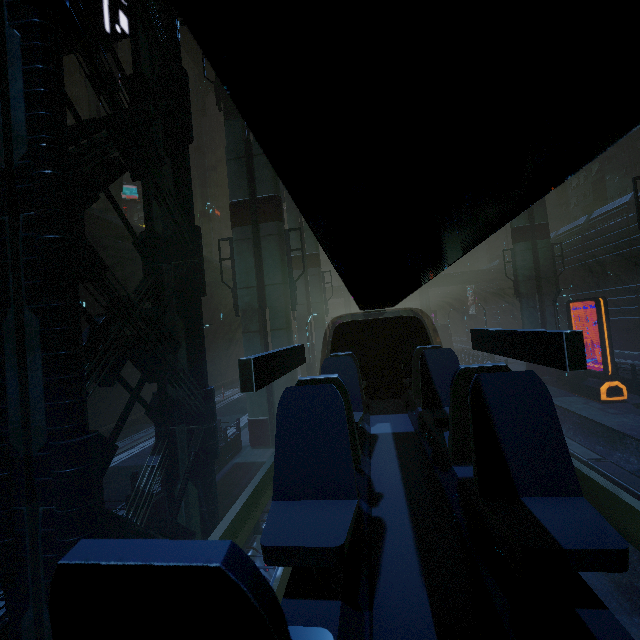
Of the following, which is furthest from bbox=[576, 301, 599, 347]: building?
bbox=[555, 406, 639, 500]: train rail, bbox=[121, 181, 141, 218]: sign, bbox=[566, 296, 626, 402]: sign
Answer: bbox=[121, 181, 141, 218]: sign

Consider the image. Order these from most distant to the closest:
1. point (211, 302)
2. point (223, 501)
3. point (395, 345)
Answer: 1. point (211, 302)
2. point (223, 501)
3. point (395, 345)

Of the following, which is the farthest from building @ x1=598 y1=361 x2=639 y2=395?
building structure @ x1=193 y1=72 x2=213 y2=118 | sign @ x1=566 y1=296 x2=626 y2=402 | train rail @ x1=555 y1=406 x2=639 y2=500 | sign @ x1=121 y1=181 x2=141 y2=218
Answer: sign @ x1=121 y1=181 x2=141 y2=218

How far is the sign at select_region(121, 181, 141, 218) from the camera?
38.2m

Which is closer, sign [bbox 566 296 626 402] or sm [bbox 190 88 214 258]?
sign [bbox 566 296 626 402]

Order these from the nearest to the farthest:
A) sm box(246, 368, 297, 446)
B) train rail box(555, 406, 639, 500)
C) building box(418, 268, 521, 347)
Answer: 1. train rail box(555, 406, 639, 500)
2. sm box(246, 368, 297, 446)
3. building box(418, 268, 521, 347)

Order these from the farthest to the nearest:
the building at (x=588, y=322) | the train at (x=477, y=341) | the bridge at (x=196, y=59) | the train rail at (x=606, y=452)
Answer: the bridge at (x=196, y=59)
the building at (x=588, y=322)
the train rail at (x=606, y=452)
the train at (x=477, y=341)

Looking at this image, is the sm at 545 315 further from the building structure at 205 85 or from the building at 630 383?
the building structure at 205 85
